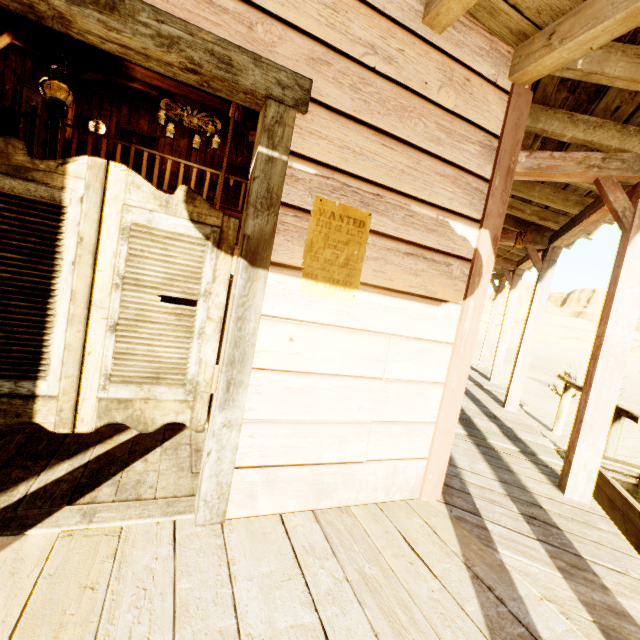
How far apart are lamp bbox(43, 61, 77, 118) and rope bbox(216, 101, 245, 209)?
1.2 meters

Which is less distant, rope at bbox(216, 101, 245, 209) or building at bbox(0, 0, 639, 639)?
building at bbox(0, 0, 639, 639)

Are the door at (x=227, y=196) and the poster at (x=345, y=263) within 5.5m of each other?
no

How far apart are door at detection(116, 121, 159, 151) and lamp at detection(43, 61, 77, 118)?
9.10m

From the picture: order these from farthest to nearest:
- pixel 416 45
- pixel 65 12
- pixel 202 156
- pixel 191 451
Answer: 1. pixel 202 156
2. pixel 191 451
3. pixel 416 45
4. pixel 65 12

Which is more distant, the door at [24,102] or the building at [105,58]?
the door at [24,102]

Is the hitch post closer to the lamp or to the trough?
the trough

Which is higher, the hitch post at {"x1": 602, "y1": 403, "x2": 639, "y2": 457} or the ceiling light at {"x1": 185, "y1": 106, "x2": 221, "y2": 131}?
the ceiling light at {"x1": 185, "y1": 106, "x2": 221, "y2": 131}
